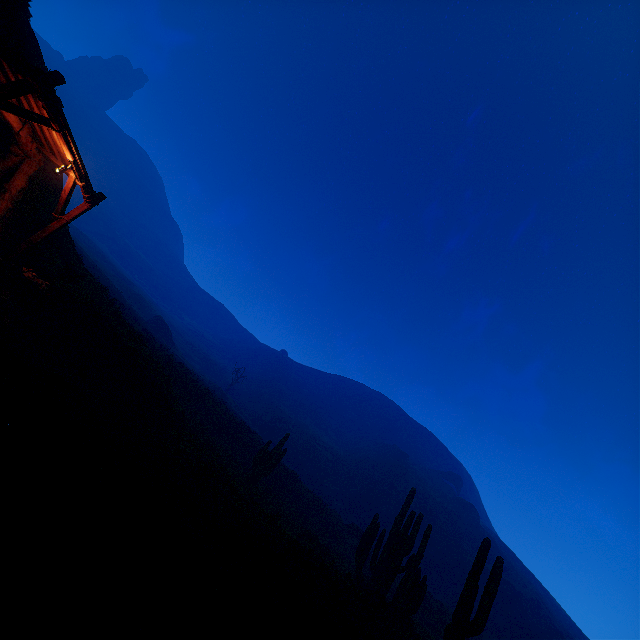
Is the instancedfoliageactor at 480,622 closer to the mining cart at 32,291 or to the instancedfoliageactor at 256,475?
the mining cart at 32,291

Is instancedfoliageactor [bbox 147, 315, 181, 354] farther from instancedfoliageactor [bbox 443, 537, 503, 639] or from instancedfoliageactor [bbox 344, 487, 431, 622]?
instancedfoliageactor [bbox 443, 537, 503, 639]

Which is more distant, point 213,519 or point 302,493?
point 302,493

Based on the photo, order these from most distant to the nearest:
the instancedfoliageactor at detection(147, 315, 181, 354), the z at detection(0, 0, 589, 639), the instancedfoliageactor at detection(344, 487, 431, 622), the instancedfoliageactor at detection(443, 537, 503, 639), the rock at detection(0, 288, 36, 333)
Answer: the instancedfoliageactor at detection(147, 315, 181, 354)
the instancedfoliageactor at detection(344, 487, 431, 622)
the rock at detection(0, 288, 36, 333)
the instancedfoliageactor at detection(443, 537, 503, 639)
the z at detection(0, 0, 589, 639)

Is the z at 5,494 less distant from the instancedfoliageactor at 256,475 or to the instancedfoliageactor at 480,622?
the instancedfoliageactor at 256,475

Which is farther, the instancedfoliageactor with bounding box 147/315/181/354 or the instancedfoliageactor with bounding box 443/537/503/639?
the instancedfoliageactor with bounding box 147/315/181/354

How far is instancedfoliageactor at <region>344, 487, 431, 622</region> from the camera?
13.07m

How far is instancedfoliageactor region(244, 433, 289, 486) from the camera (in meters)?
21.00
